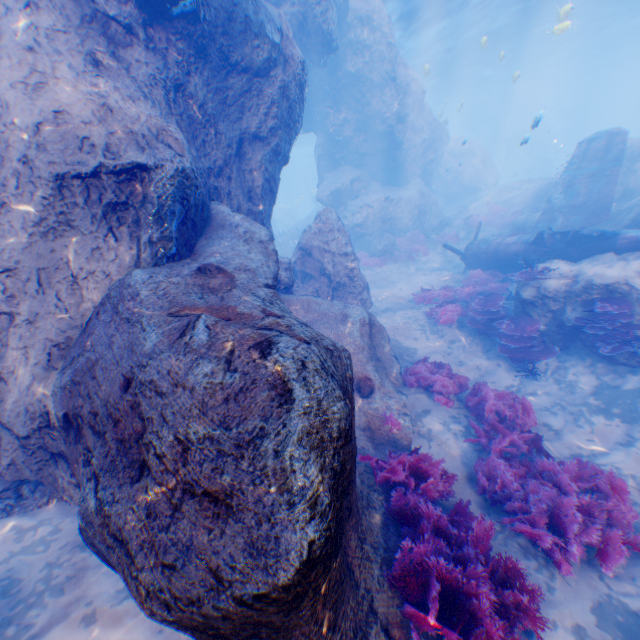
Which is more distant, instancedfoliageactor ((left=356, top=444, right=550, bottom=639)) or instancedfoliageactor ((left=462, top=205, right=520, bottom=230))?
instancedfoliageactor ((left=462, top=205, right=520, bottom=230))

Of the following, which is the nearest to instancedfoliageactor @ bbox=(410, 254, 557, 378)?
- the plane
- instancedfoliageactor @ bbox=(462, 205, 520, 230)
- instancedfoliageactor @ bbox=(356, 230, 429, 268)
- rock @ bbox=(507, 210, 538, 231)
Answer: the plane

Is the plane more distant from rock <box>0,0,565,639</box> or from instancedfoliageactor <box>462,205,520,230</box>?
instancedfoliageactor <box>462,205,520,230</box>

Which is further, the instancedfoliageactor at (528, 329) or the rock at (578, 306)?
the instancedfoliageactor at (528, 329)

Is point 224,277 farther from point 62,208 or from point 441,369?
point 441,369

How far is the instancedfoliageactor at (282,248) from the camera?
23.4 meters

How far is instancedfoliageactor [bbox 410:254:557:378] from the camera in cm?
875
